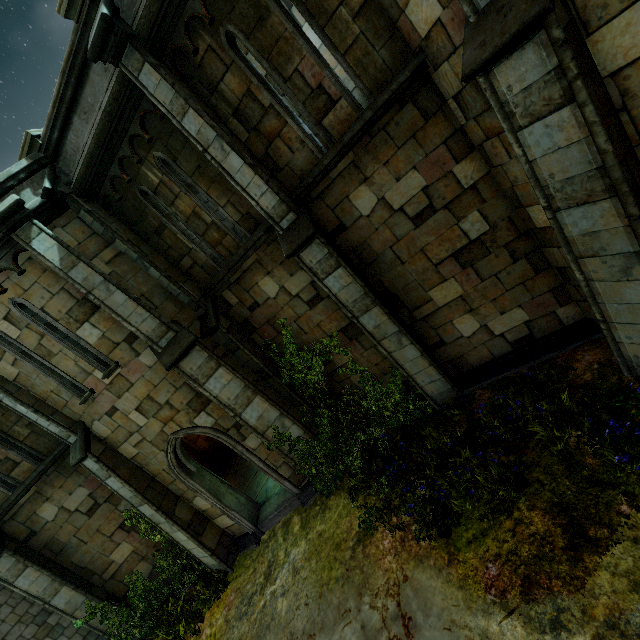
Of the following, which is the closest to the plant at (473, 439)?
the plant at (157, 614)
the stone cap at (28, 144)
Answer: the plant at (157, 614)

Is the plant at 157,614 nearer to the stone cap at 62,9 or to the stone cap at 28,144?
the stone cap at 28,144

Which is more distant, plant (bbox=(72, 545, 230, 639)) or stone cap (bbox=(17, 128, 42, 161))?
plant (bbox=(72, 545, 230, 639))

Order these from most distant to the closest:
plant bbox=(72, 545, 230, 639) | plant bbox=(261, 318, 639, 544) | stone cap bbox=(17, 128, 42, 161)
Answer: plant bbox=(72, 545, 230, 639), stone cap bbox=(17, 128, 42, 161), plant bbox=(261, 318, 639, 544)

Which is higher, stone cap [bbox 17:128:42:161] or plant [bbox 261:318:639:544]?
stone cap [bbox 17:128:42:161]

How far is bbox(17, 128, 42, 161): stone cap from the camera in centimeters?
671cm

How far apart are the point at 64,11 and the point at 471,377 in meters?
10.3 m

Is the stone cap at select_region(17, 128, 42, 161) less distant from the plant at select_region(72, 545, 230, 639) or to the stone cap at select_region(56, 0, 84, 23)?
the stone cap at select_region(56, 0, 84, 23)
